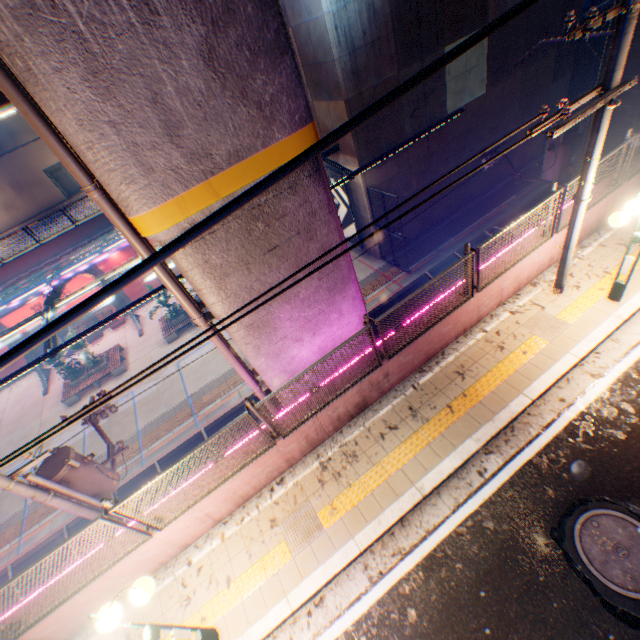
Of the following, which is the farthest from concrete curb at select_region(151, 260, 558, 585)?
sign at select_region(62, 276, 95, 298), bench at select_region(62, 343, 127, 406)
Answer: sign at select_region(62, 276, 95, 298)

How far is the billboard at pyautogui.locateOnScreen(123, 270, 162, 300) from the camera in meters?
25.0

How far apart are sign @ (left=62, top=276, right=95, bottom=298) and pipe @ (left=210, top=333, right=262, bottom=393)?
21.4 meters

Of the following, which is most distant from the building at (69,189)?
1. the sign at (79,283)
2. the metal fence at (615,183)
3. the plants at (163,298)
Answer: the plants at (163,298)

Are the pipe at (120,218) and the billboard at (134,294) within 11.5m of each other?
no

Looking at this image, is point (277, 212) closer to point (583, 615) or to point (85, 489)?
point (583, 615)

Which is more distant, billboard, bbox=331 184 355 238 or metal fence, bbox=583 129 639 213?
billboard, bbox=331 184 355 238

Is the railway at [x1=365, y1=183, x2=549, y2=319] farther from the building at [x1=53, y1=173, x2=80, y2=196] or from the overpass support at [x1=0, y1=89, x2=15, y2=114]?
the building at [x1=53, y1=173, x2=80, y2=196]
